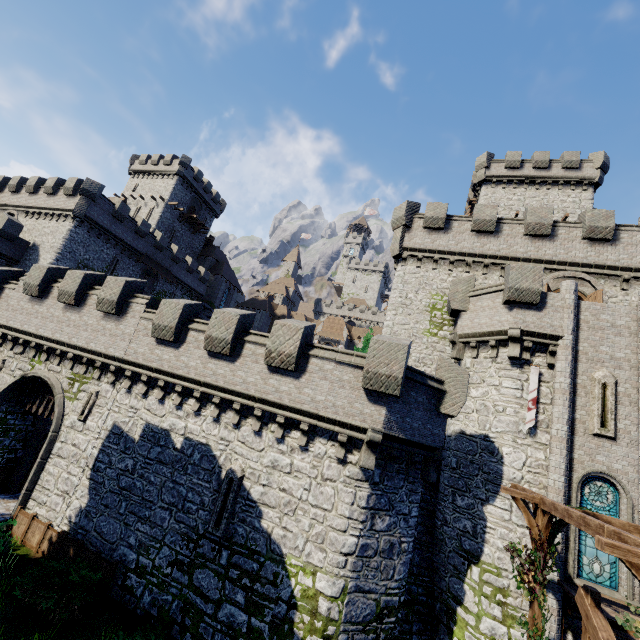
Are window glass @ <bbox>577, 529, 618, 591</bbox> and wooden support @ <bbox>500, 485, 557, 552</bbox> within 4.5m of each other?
yes

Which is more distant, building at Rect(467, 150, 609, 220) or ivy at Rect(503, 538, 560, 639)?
building at Rect(467, 150, 609, 220)

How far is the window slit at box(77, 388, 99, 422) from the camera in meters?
15.0 m

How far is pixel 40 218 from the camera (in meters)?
32.31

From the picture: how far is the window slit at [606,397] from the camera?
12.95m

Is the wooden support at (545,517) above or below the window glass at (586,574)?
above

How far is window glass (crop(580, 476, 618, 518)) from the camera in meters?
12.4

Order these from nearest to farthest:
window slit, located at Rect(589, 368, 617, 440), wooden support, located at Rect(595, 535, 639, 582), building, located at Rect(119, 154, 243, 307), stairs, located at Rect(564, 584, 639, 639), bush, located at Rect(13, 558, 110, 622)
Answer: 1. wooden support, located at Rect(595, 535, 639, 582)
2. stairs, located at Rect(564, 584, 639, 639)
3. bush, located at Rect(13, 558, 110, 622)
4. window slit, located at Rect(589, 368, 617, 440)
5. building, located at Rect(119, 154, 243, 307)
